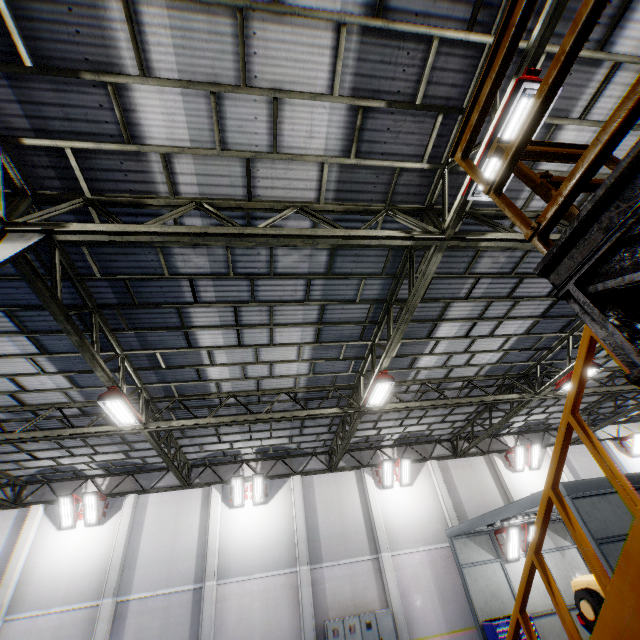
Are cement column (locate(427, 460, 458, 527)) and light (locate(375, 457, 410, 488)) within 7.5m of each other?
yes

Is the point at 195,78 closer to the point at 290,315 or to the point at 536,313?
the point at 290,315

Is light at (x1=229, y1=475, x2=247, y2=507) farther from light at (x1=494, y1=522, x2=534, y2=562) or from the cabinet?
light at (x1=494, y1=522, x2=534, y2=562)

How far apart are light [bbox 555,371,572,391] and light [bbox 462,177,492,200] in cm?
913

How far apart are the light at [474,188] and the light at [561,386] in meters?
9.1

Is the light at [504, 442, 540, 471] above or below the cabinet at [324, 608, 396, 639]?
above

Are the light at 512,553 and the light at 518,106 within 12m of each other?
no

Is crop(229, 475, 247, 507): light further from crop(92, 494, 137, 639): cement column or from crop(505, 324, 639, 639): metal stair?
crop(505, 324, 639, 639): metal stair
